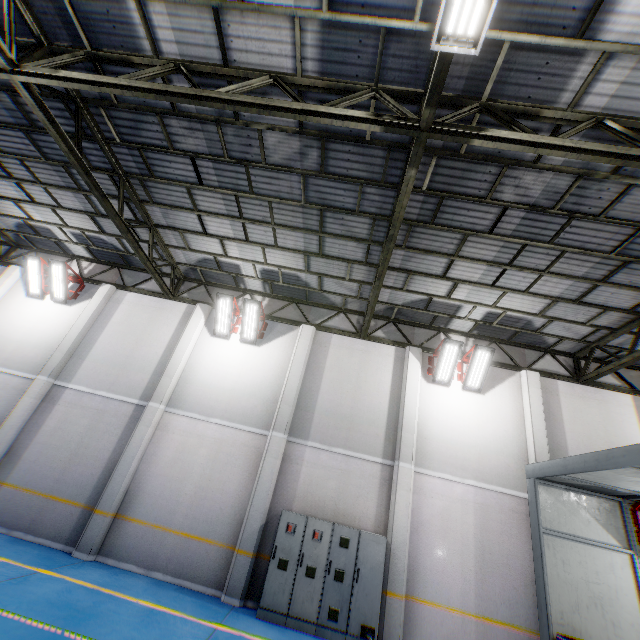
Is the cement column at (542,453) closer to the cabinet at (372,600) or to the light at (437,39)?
the cabinet at (372,600)

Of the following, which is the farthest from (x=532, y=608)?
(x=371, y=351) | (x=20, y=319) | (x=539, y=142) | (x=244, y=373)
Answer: (x=20, y=319)

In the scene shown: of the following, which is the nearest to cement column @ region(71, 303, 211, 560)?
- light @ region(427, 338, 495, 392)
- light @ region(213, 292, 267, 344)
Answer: light @ region(213, 292, 267, 344)

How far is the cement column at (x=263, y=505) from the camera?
8.1 meters

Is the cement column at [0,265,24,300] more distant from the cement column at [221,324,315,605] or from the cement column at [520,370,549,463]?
the cement column at [520,370,549,463]

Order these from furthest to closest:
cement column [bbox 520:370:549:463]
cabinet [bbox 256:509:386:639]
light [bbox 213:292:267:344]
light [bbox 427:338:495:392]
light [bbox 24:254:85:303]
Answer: light [bbox 24:254:85:303], light [bbox 213:292:267:344], light [bbox 427:338:495:392], cement column [bbox 520:370:549:463], cabinet [bbox 256:509:386:639]

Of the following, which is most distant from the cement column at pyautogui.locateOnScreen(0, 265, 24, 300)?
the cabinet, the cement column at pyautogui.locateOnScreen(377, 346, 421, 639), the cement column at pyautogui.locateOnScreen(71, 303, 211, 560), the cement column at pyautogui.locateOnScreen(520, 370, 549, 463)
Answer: the cement column at pyautogui.locateOnScreen(520, 370, 549, 463)

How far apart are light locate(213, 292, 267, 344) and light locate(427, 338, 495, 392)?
6.0m
